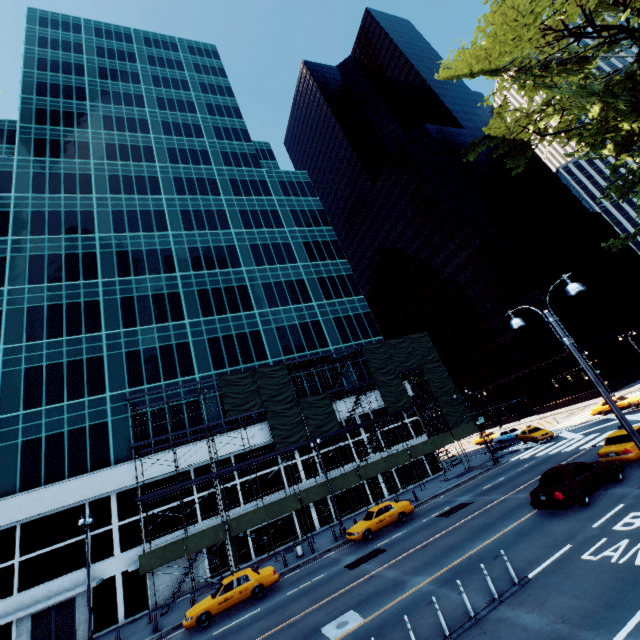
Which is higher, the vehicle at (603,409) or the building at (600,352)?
the building at (600,352)

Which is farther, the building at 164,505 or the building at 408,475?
the building at 408,475

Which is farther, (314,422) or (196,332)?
(196,332)

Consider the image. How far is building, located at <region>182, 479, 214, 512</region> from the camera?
28.1m

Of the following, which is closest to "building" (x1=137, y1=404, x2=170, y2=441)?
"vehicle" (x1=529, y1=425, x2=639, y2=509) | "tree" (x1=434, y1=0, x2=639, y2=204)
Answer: "vehicle" (x1=529, y1=425, x2=639, y2=509)

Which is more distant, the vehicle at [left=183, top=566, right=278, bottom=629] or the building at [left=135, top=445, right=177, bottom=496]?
the building at [left=135, top=445, right=177, bottom=496]

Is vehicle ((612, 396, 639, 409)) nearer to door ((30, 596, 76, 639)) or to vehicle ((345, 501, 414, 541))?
vehicle ((345, 501, 414, 541))

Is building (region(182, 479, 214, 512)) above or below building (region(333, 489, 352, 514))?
above
